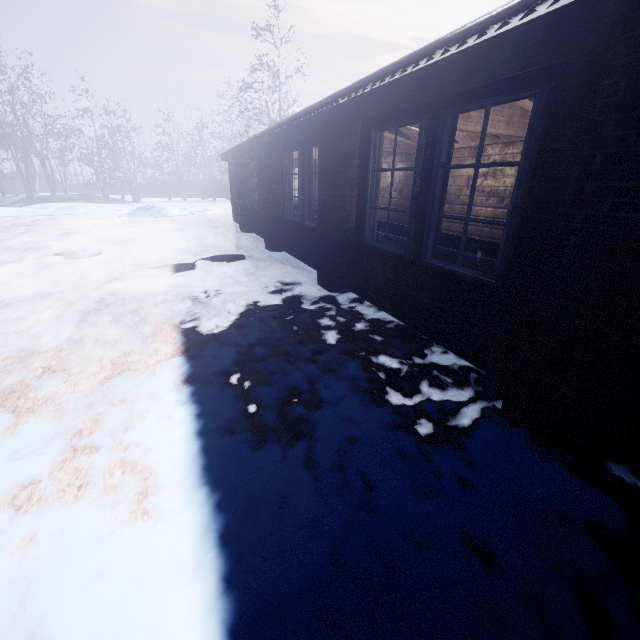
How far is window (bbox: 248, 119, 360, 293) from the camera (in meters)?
4.02

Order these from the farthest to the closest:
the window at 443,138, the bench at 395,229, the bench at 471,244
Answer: the bench at 395,229 → the bench at 471,244 → the window at 443,138

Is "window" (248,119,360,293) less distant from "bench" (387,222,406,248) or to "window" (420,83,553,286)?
"bench" (387,222,406,248)

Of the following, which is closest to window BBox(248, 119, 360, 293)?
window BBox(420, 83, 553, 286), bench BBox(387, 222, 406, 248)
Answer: bench BBox(387, 222, 406, 248)

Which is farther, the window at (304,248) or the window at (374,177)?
the window at (304,248)

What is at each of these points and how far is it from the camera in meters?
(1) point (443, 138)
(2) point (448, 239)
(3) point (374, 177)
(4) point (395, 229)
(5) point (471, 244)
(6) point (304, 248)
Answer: (1) window, 2.7
(2) bench, 3.1
(3) window, 3.8
(4) bench, 3.9
(5) bench, 2.9
(6) window, 6.2

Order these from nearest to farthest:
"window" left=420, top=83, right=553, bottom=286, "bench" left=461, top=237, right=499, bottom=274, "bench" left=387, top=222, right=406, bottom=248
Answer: "window" left=420, top=83, right=553, bottom=286 < "bench" left=461, top=237, right=499, bottom=274 < "bench" left=387, top=222, right=406, bottom=248
